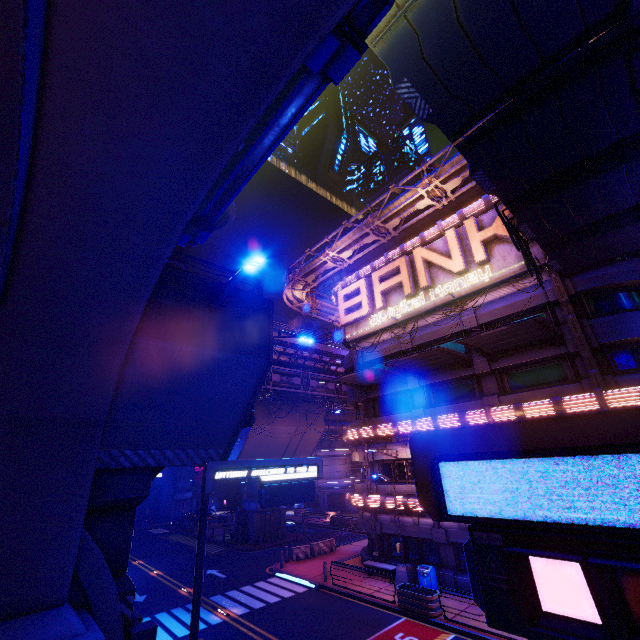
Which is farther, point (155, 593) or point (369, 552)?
point (369, 552)

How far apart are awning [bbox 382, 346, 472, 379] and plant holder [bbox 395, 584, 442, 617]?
11.49m

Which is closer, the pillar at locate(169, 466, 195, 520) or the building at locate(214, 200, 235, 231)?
the building at locate(214, 200, 235, 231)

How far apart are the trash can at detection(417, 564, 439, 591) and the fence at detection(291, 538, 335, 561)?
10.5m

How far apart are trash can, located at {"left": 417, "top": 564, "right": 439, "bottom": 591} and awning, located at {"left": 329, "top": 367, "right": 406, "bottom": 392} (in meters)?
10.91

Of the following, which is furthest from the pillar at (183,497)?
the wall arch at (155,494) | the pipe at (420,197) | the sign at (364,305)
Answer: the sign at (364,305)

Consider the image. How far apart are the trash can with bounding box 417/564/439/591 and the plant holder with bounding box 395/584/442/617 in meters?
1.2

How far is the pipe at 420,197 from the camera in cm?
2141
